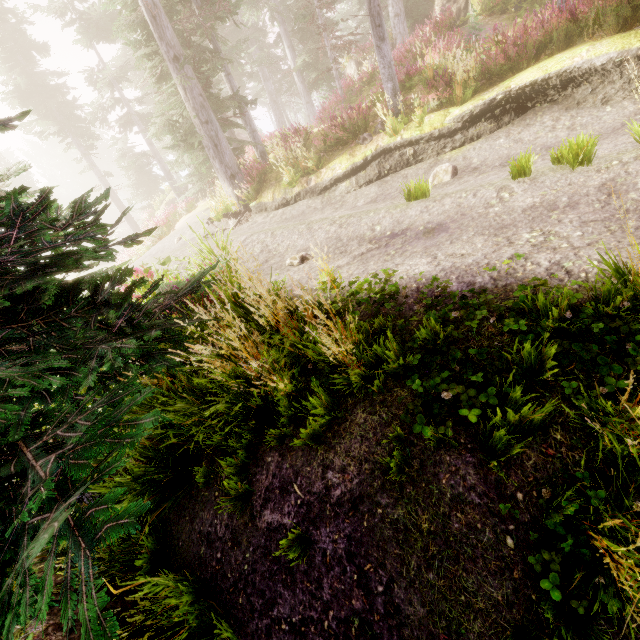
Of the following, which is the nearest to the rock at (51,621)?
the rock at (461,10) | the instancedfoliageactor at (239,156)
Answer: the instancedfoliageactor at (239,156)

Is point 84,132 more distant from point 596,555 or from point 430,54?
point 596,555

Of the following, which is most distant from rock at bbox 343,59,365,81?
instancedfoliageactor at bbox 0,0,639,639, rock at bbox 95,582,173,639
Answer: rock at bbox 95,582,173,639

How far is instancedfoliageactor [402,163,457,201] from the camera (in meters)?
6.18

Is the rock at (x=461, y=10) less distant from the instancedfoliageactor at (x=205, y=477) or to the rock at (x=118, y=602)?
the instancedfoliageactor at (x=205, y=477)

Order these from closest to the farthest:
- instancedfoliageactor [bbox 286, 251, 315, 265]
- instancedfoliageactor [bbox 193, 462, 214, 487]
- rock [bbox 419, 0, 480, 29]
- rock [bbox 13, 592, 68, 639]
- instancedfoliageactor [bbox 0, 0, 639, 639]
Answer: instancedfoliageactor [bbox 0, 0, 639, 639]
rock [bbox 13, 592, 68, 639]
instancedfoliageactor [bbox 193, 462, 214, 487]
instancedfoliageactor [bbox 286, 251, 315, 265]
rock [bbox 419, 0, 480, 29]
